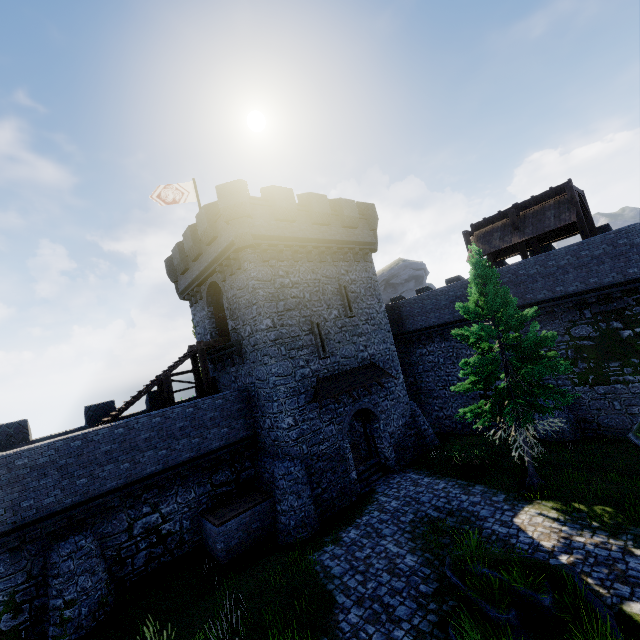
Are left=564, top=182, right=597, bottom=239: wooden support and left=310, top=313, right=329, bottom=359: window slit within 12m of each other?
no

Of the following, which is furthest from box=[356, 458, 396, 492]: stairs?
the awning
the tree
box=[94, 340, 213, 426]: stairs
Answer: box=[94, 340, 213, 426]: stairs

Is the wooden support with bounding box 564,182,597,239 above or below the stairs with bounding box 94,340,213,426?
above

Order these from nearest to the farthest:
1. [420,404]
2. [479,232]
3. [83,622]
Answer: [83,622]
[479,232]
[420,404]

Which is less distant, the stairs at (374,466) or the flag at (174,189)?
the stairs at (374,466)

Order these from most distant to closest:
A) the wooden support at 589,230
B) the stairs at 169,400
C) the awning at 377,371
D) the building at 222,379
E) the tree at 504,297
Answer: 1. the wooden support at 589,230
2. the awning at 377,371
3. the building at 222,379
4. the stairs at 169,400
5. the tree at 504,297

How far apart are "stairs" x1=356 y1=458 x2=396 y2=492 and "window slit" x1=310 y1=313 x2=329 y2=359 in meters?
6.7

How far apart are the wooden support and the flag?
21.5m
